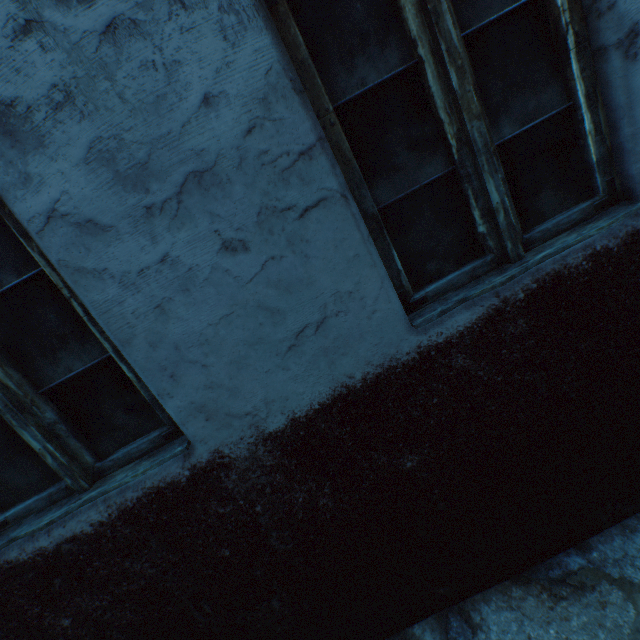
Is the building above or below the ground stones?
above

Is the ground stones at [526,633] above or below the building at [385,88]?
below

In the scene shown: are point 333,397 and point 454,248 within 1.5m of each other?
yes
